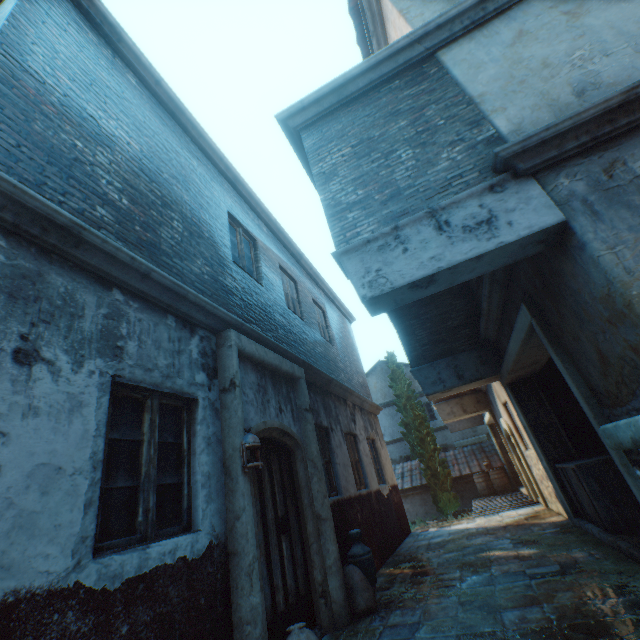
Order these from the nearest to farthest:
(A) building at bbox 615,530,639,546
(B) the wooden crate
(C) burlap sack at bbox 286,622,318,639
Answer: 1. (C) burlap sack at bbox 286,622,318,639
2. (A) building at bbox 615,530,639,546
3. (B) the wooden crate

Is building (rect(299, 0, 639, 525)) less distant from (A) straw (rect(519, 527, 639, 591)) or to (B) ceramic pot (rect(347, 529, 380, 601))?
(B) ceramic pot (rect(347, 529, 380, 601))

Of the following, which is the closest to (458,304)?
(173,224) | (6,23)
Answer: (173,224)

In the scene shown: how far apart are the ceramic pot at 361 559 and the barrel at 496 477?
12.2 meters

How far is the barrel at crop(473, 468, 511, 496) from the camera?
14.5 meters

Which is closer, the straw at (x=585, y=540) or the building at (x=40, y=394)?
the building at (x=40, y=394)

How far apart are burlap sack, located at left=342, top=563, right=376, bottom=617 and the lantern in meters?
1.4

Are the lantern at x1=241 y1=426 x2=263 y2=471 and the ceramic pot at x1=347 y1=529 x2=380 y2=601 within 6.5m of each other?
yes
